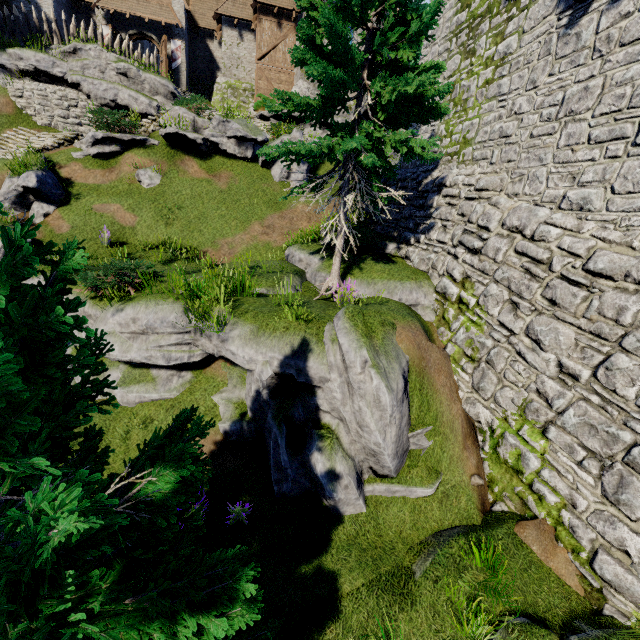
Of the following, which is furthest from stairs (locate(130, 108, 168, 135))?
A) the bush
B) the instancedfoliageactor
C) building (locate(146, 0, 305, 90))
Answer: the instancedfoliageactor

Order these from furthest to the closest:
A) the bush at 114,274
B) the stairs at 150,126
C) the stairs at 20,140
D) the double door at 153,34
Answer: the double door at 153,34 → the stairs at 150,126 → the stairs at 20,140 → the bush at 114,274

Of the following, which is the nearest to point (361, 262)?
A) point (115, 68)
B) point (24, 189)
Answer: point (24, 189)

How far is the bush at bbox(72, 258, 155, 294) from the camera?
8.51m

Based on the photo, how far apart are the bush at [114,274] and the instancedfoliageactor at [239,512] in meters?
6.4

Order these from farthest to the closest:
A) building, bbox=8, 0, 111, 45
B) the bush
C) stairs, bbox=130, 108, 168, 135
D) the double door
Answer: the double door < building, bbox=8, 0, 111, 45 < stairs, bbox=130, 108, 168, 135 < the bush

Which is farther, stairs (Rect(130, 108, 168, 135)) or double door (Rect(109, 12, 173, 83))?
double door (Rect(109, 12, 173, 83))

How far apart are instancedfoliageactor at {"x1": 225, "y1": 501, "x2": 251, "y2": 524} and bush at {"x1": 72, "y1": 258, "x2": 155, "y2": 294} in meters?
6.4 m
